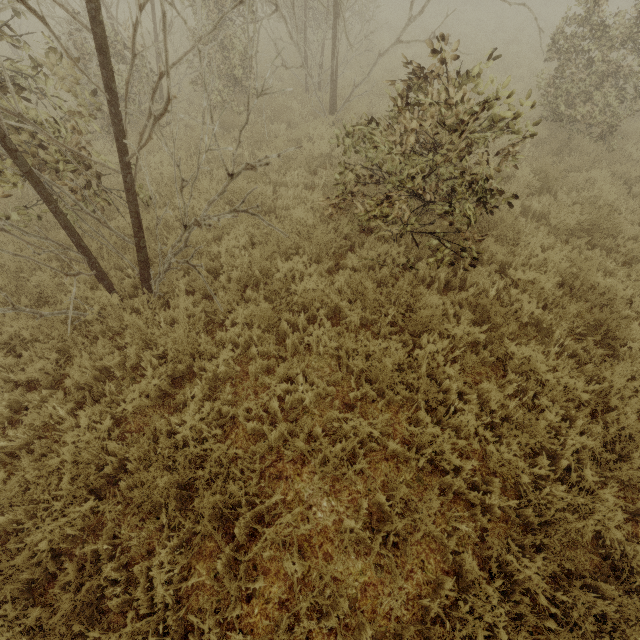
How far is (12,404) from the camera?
3.86m
